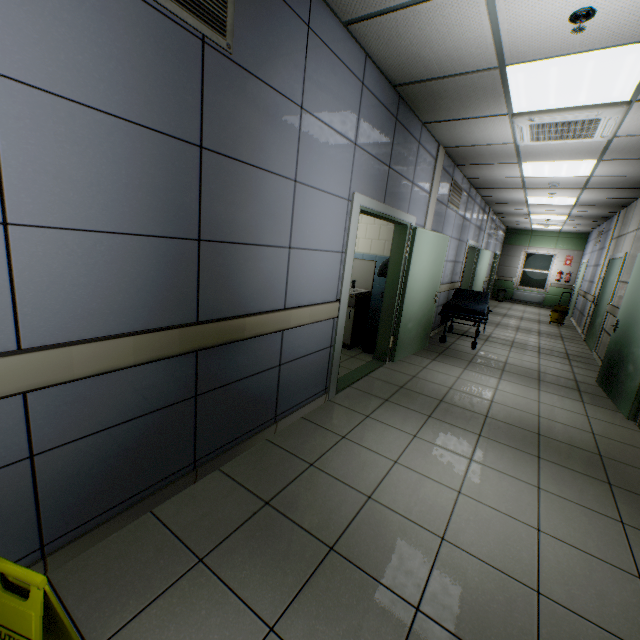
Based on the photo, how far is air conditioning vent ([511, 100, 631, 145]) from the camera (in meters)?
3.17

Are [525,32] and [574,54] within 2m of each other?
yes

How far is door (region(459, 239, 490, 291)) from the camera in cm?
856

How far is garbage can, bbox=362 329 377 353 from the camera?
5.2m

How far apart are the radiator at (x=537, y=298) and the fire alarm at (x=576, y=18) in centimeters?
1450cm

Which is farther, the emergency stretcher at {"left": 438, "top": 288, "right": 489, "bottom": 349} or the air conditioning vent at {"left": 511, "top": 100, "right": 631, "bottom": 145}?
the emergency stretcher at {"left": 438, "top": 288, "right": 489, "bottom": 349}

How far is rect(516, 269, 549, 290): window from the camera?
14.2 meters

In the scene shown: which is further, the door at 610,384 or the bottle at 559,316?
the bottle at 559,316
